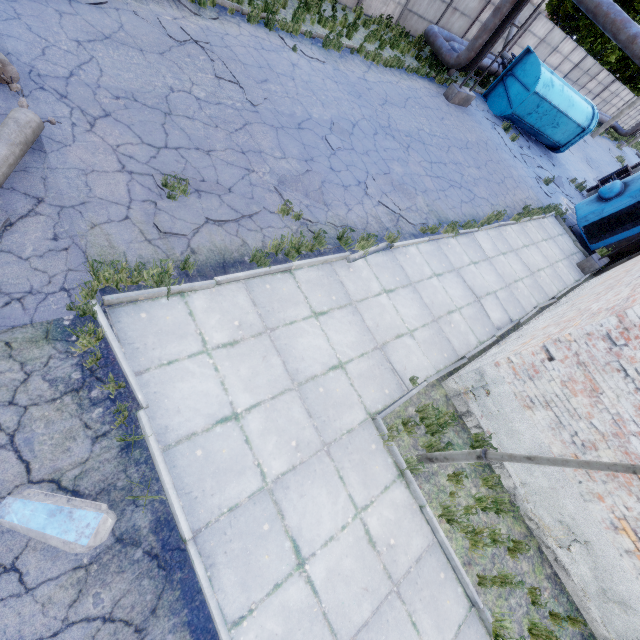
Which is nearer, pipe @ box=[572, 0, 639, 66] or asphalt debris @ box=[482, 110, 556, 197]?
pipe @ box=[572, 0, 639, 66]

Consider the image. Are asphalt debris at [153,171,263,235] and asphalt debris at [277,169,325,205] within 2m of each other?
yes

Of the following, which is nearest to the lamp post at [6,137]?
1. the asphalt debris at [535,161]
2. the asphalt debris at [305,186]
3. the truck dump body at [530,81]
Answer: the asphalt debris at [305,186]

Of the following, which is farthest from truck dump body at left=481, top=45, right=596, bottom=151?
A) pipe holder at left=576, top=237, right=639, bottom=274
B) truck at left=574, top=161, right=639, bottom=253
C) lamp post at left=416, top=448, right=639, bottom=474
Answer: lamp post at left=416, top=448, right=639, bottom=474

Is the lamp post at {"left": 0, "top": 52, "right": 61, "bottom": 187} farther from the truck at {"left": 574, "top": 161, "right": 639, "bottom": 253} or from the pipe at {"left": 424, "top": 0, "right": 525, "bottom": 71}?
the truck at {"left": 574, "top": 161, "right": 639, "bottom": 253}

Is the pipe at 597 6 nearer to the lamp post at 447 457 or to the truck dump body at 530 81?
the truck dump body at 530 81

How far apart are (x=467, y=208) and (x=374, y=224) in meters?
4.9 m

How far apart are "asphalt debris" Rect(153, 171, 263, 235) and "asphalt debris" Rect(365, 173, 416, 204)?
3.29m
